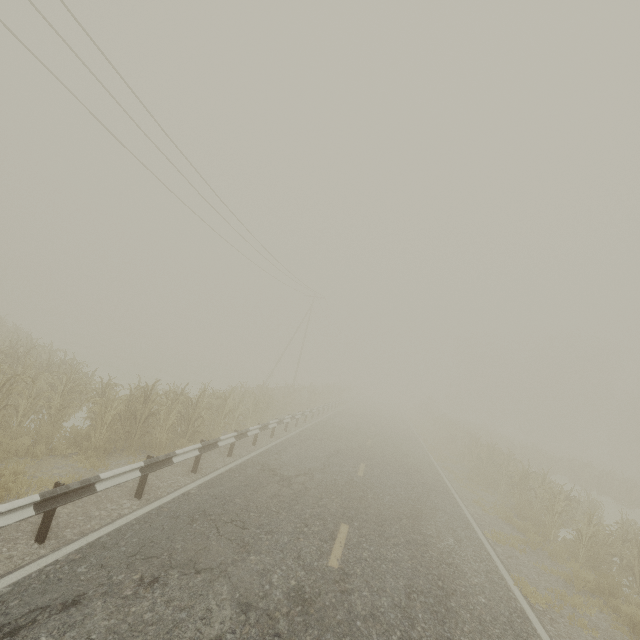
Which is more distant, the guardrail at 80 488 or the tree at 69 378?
the tree at 69 378

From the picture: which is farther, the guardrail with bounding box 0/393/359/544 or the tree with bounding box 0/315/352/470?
the tree with bounding box 0/315/352/470

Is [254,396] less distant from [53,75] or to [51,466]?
[51,466]
